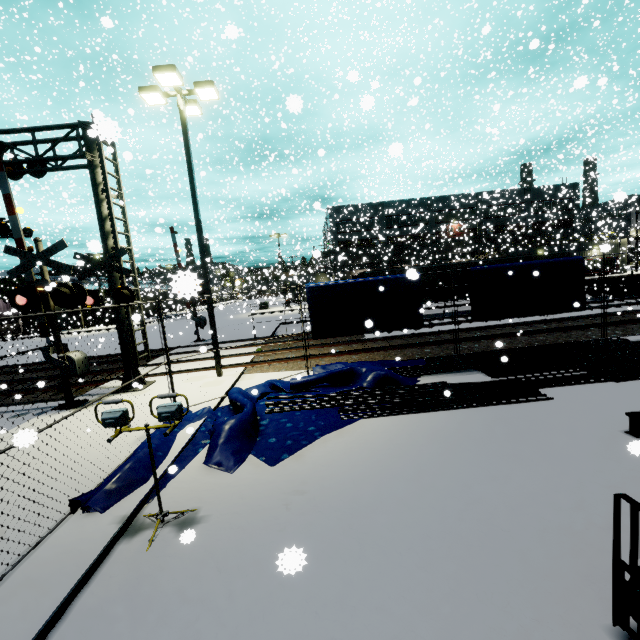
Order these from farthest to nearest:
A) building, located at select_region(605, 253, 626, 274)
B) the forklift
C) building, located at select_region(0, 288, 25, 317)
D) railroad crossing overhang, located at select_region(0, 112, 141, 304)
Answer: building, located at select_region(605, 253, 626, 274)
building, located at select_region(0, 288, 25, 317)
railroad crossing overhang, located at select_region(0, 112, 141, 304)
the forklift

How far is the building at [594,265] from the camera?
32.6m

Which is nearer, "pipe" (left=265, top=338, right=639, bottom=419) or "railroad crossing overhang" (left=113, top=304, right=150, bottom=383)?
"pipe" (left=265, top=338, right=639, bottom=419)

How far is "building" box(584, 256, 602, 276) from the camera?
32.62m

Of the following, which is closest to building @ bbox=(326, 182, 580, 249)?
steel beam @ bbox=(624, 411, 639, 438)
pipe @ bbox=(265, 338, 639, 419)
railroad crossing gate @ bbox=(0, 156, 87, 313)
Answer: steel beam @ bbox=(624, 411, 639, 438)

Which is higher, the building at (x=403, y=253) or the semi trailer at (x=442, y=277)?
the building at (x=403, y=253)

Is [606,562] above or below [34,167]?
below

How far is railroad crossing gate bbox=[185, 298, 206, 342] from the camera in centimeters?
2069cm
